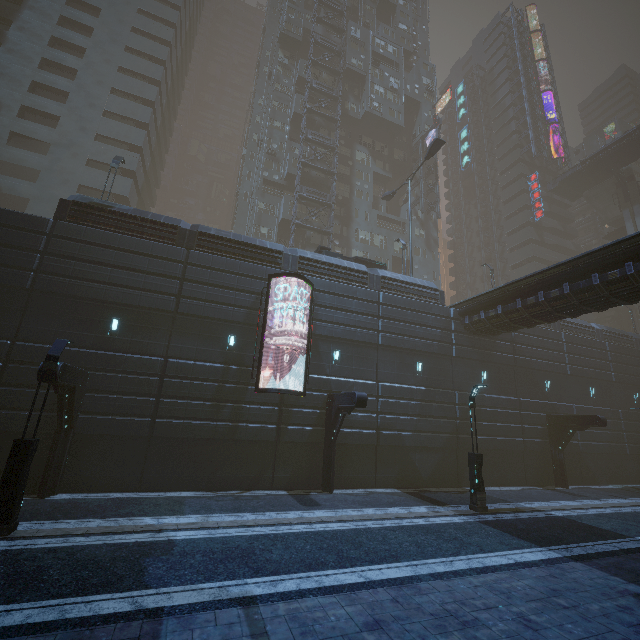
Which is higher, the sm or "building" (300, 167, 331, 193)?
the sm

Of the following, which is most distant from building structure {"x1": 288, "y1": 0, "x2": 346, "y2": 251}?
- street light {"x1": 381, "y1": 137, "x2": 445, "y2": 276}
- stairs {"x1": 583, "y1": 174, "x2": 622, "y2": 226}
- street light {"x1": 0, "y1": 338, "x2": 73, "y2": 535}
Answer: stairs {"x1": 583, "y1": 174, "x2": 622, "y2": 226}

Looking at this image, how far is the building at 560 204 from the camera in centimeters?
4959cm

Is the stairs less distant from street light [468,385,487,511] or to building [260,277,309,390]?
building [260,277,309,390]

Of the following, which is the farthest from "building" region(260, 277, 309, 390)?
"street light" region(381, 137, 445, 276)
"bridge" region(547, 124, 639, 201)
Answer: "street light" region(381, 137, 445, 276)

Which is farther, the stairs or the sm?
the stairs

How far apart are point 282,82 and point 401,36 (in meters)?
24.84
